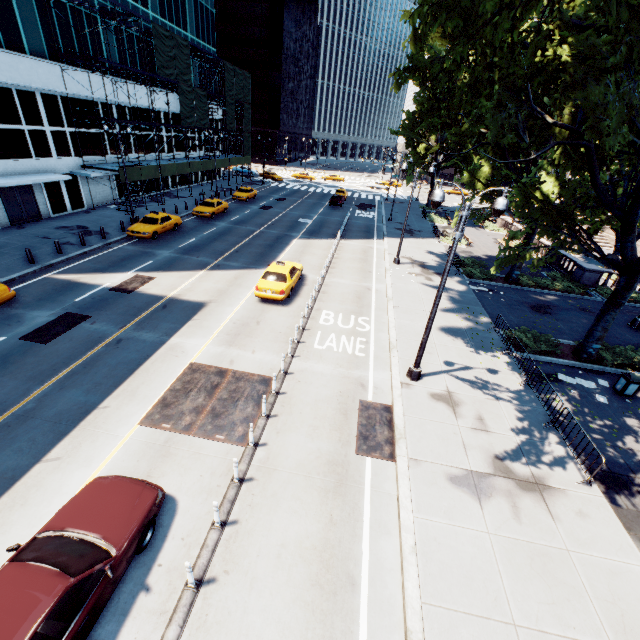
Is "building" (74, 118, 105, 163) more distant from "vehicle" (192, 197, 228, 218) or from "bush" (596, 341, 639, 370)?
"bush" (596, 341, 639, 370)

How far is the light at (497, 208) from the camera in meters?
9.6 m

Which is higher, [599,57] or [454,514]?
[599,57]

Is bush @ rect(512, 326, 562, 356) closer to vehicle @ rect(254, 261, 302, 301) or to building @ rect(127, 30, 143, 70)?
vehicle @ rect(254, 261, 302, 301)

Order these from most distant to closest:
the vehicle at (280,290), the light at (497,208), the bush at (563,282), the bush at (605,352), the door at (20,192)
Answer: the bush at (563,282) < the door at (20,192) < the vehicle at (280,290) < the bush at (605,352) < the light at (497,208)

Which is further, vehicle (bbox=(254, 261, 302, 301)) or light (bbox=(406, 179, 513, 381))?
vehicle (bbox=(254, 261, 302, 301))

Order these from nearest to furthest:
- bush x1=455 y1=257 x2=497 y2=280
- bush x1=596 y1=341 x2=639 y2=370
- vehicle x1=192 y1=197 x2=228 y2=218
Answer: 1. bush x1=596 y1=341 x2=639 y2=370
2. bush x1=455 y1=257 x2=497 y2=280
3. vehicle x1=192 y1=197 x2=228 y2=218

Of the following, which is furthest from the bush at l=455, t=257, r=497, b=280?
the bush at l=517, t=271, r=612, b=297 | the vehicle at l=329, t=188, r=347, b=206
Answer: the vehicle at l=329, t=188, r=347, b=206
